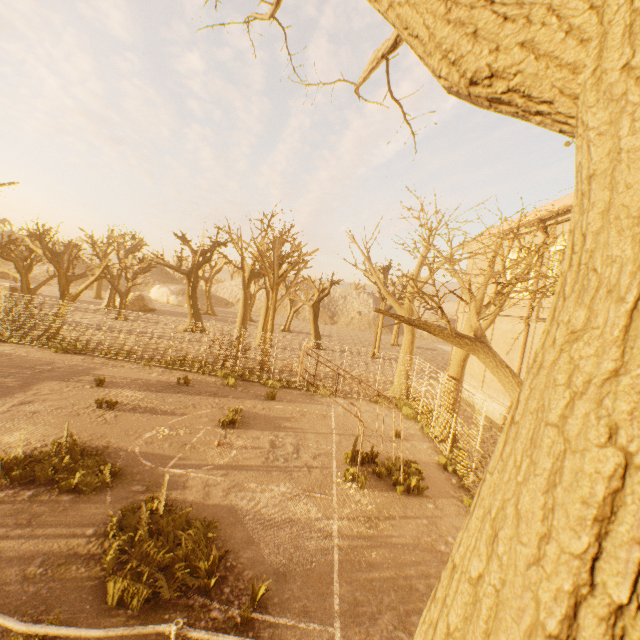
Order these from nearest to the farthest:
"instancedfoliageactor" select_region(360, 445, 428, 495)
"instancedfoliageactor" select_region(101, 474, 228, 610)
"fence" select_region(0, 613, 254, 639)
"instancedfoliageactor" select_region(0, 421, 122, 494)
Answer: "fence" select_region(0, 613, 254, 639)
"instancedfoliageactor" select_region(101, 474, 228, 610)
"instancedfoliageactor" select_region(0, 421, 122, 494)
"instancedfoliageactor" select_region(360, 445, 428, 495)

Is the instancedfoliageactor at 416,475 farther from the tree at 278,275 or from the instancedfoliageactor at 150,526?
the instancedfoliageactor at 150,526

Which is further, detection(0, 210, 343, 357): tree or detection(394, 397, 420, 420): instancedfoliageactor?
detection(0, 210, 343, 357): tree

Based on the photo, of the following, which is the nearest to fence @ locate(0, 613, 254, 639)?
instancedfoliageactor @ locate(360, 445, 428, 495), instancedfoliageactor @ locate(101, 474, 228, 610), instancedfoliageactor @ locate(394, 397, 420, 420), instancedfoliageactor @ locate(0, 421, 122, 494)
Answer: instancedfoliageactor @ locate(394, 397, 420, 420)

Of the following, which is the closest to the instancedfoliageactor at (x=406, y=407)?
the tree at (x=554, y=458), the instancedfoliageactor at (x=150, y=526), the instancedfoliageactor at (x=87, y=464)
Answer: the tree at (x=554, y=458)

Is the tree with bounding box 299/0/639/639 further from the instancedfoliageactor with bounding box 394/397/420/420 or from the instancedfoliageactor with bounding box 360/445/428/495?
the instancedfoliageactor with bounding box 360/445/428/495

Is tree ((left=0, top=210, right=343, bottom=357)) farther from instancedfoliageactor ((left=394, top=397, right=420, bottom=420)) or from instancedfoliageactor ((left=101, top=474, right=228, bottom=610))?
instancedfoliageactor ((left=101, top=474, right=228, bottom=610))

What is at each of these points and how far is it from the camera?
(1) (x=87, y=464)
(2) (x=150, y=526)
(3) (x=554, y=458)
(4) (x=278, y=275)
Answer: (1) instancedfoliageactor, 8.38m
(2) instancedfoliageactor, 6.59m
(3) tree, 0.85m
(4) tree, 21.30m
